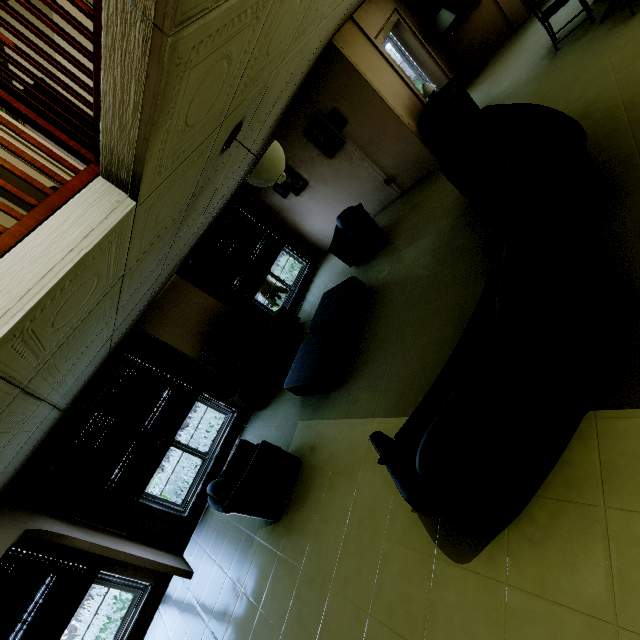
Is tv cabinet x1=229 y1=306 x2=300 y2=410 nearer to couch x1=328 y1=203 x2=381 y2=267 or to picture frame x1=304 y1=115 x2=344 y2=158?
couch x1=328 y1=203 x2=381 y2=267

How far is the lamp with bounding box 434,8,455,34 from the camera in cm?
674

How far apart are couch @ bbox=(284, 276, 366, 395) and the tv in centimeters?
154cm

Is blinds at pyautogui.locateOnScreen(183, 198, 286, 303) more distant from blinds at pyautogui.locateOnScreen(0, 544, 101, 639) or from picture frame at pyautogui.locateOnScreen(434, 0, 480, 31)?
picture frame at pyautogui.locateOnScreen(434, 0, 480, 31)

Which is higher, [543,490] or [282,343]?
[282,343]

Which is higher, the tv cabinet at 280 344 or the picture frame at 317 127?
the picture frame at 317 127

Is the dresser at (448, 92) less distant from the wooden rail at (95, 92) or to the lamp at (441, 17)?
the lamp at (441, 17)

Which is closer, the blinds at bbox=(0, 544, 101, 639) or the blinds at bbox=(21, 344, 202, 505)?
the blinds at bbox=(0, 544, 101, 639)
